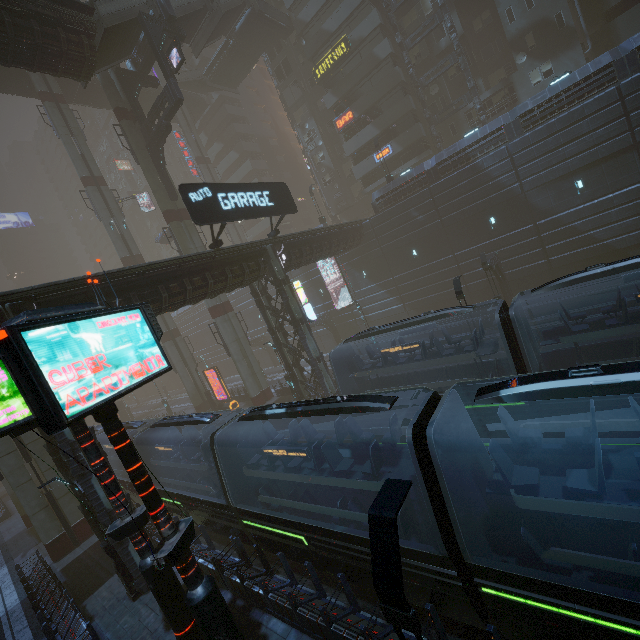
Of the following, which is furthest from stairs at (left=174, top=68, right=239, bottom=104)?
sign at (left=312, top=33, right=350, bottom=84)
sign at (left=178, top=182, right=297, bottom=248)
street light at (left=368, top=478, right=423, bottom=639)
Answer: street light at (left=368, top=478, right=423, bottom=639)

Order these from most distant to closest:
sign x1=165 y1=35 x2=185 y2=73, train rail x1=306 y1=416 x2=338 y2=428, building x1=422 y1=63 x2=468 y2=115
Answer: building x1=422 y1=63 x2=468 y2=115 < sign x1=165 y1=35 x2=185 y2=73 < train rail x1=306 y1=416 x2=338 y2=428

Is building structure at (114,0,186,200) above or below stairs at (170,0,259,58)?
below

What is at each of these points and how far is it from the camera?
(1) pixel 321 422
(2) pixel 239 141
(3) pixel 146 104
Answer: Result:
(1) train rail, 21.73m
(2) building, 52.31m
(3) bridge, 45.44m

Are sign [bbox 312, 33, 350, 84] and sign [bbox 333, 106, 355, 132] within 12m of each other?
yes

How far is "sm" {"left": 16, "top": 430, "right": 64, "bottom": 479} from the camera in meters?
17.9 m

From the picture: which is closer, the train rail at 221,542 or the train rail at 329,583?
the train rail at 329,583

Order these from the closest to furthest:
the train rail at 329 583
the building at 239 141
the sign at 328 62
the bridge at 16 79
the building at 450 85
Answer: the train rail at 329 583 → the bridge at 16 79 → the building at 450 85 → the sign at 328 62 → the building at 239 141
